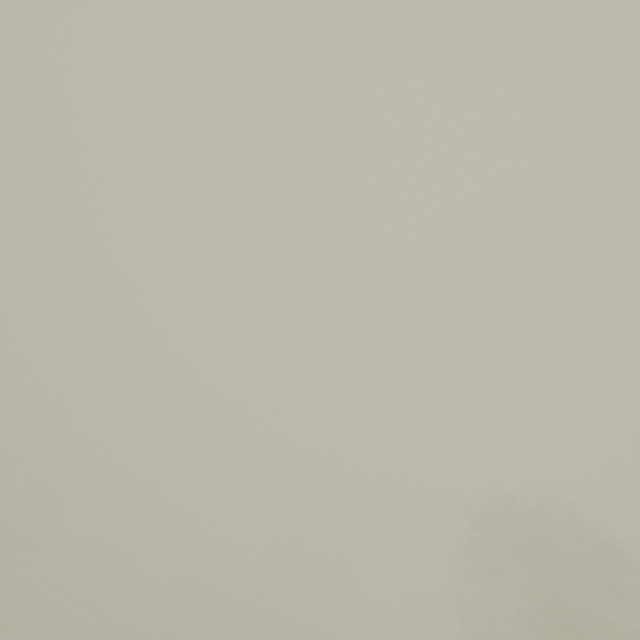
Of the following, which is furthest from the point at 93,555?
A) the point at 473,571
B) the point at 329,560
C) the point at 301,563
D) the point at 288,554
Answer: the point at 473,571
